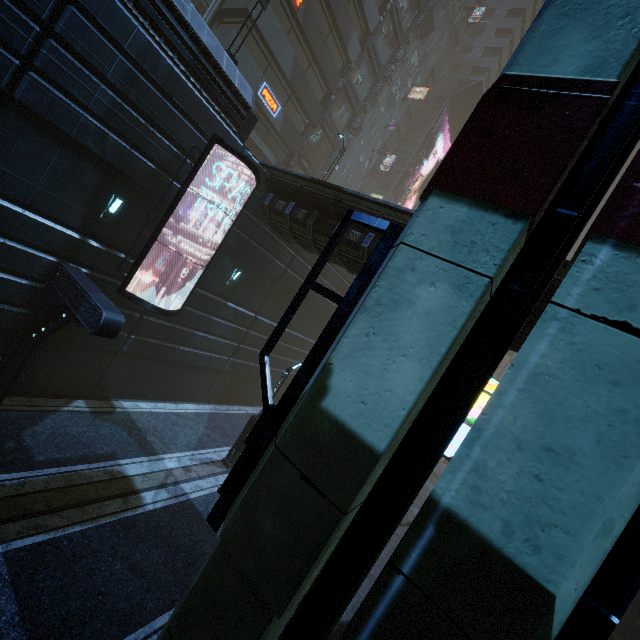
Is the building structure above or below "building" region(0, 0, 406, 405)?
above

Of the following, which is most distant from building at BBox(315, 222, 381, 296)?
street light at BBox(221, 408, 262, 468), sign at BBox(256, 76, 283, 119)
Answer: street light at BBox(221, 408, 262, 468)

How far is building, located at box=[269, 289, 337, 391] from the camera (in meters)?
21.19

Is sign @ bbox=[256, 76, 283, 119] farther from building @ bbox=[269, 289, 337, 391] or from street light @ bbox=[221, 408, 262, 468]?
street light @ bbox=[221, 408, 262, 468]

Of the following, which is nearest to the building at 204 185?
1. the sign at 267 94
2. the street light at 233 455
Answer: the sign at 267 94

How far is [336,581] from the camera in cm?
209

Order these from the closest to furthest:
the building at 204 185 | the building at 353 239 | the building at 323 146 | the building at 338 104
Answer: the building at 353 239 → the building at 204 185 → the building at 338 104 → the building at 323 146

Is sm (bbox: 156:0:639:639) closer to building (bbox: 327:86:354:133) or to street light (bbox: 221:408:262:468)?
building (bbox: 327:86:354:133)
